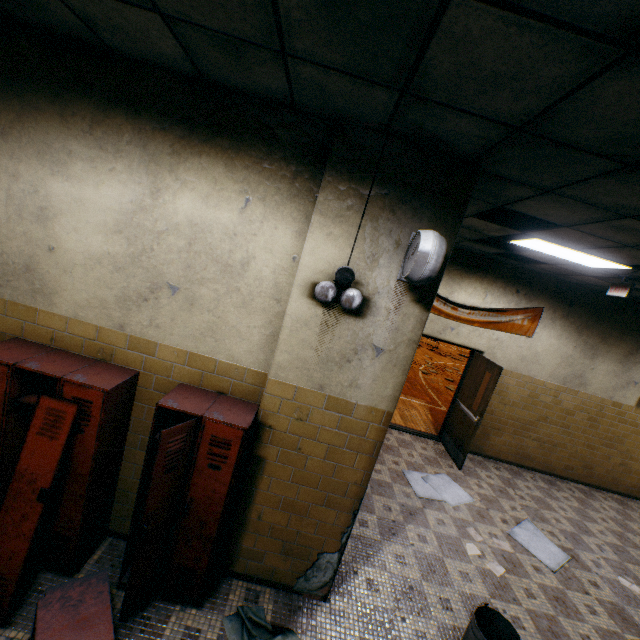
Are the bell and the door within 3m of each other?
no

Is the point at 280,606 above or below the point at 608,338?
below

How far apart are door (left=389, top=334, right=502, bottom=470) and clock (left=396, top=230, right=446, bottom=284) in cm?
392

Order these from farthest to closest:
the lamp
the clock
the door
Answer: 1. the door
2. the lamp
3. the clock

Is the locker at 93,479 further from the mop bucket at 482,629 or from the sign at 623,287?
Result: the sign at 623,287

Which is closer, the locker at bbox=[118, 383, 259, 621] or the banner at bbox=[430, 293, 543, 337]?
the locker at bbox=[118, 383, 259, 621]

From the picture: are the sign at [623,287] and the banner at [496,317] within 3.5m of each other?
yes

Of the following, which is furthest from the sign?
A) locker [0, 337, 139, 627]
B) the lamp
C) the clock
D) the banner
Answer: locker [0, 337, 139, 627]
